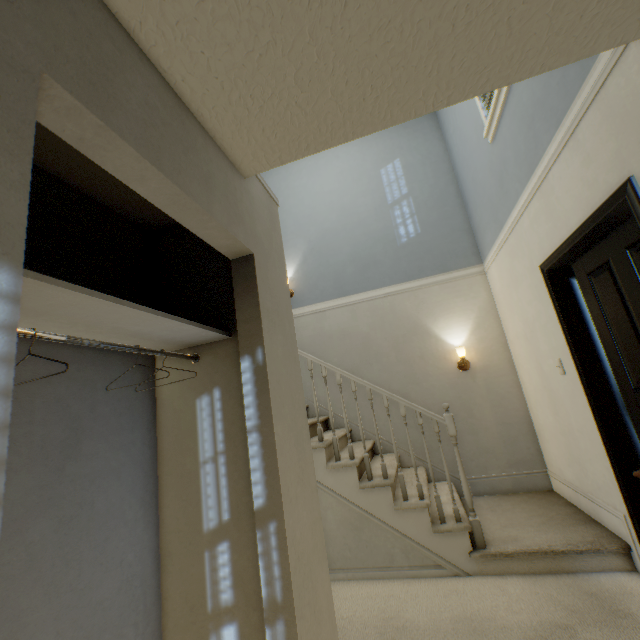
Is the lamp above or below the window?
below

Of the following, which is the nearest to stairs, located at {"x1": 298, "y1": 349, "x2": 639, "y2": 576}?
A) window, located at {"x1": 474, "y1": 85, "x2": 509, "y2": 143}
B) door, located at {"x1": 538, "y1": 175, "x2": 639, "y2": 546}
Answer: door, located at {"x1": 538, "y1": 175, "x2": 639, "y2": 546}

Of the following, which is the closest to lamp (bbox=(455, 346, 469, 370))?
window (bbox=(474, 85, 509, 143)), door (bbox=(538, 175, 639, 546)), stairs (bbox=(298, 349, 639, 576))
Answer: stairs (bbox=(298, 349, 639, 576))

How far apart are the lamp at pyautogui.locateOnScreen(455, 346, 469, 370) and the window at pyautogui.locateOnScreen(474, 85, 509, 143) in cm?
214

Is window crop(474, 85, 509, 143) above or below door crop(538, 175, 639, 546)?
above

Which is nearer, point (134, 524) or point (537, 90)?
point (134, 524)

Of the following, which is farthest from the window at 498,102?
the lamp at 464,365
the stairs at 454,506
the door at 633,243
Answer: the lamp at 464,365

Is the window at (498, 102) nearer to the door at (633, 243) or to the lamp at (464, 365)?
the door at (633, 243)
